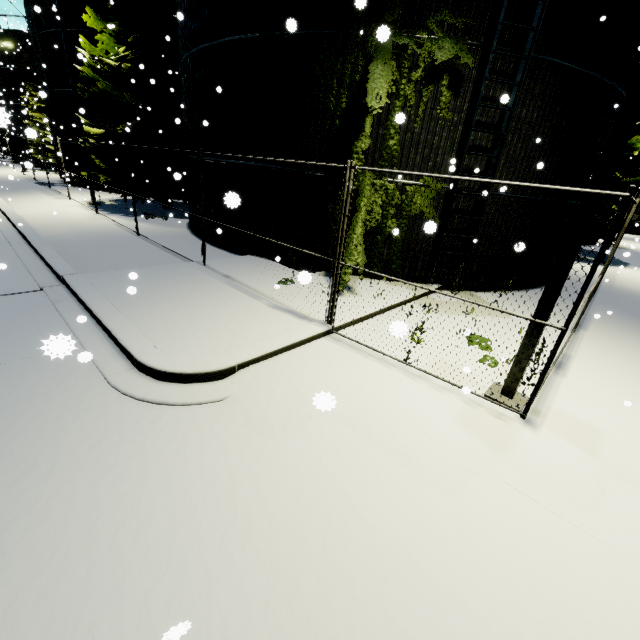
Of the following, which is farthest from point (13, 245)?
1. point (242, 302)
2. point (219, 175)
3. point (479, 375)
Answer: point (479, 375)

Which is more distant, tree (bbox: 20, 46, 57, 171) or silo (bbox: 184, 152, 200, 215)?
tree (bbox: 20, 46, 57, 171)

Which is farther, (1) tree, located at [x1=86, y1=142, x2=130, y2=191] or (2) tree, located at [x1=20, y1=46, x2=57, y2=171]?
(2) tree, located at [x1=20, y1=46, x2=57, y2=171]

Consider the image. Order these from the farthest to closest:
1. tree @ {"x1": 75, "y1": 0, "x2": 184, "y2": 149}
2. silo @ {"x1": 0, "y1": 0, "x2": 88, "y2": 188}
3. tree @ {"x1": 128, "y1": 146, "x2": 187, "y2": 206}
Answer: silo @ {"x1": 0, "y1": 0, "x2": 88, "y2": 188} → tree @ {"x1": 128, "y1": 146, "x2": 187, "y2": 206} → tree @ {"x1": 75, "y1": 0, "x2": 184, "y2": 149}

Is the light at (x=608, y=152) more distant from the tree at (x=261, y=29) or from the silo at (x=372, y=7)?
the silo at (x=372, y=7)

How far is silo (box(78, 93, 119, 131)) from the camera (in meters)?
20.95
